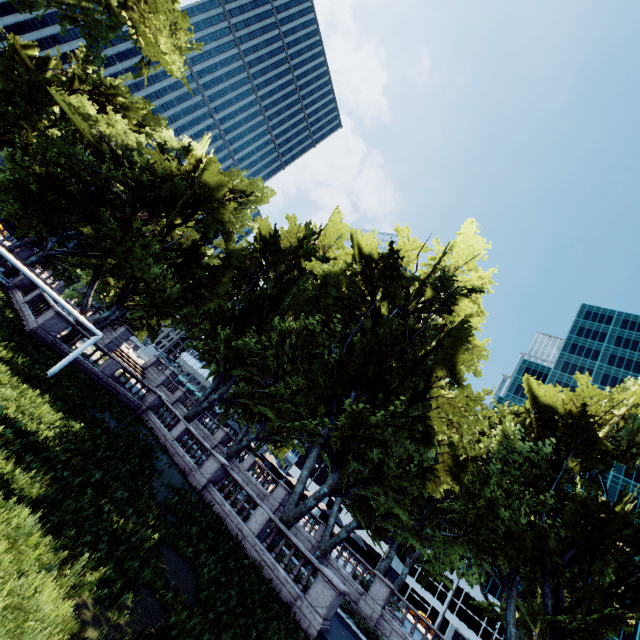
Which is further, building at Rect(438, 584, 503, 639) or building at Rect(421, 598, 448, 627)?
building at Rect(421, 598, 448, 627)

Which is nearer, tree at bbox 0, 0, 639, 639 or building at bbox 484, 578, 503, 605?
tree at bbox 0, 0, 639, 639

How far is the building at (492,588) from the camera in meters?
57.8 m

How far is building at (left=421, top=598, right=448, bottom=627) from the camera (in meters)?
→ 58.47

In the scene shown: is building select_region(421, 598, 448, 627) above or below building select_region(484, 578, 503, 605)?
below

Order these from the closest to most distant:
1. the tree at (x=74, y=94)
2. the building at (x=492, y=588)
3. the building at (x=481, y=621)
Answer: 1. the tree at (x=74, y=94)
2. the building at (x=481, y=621)
3. the building at (x=492, y=588)

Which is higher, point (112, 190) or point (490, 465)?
point (490, 465)
